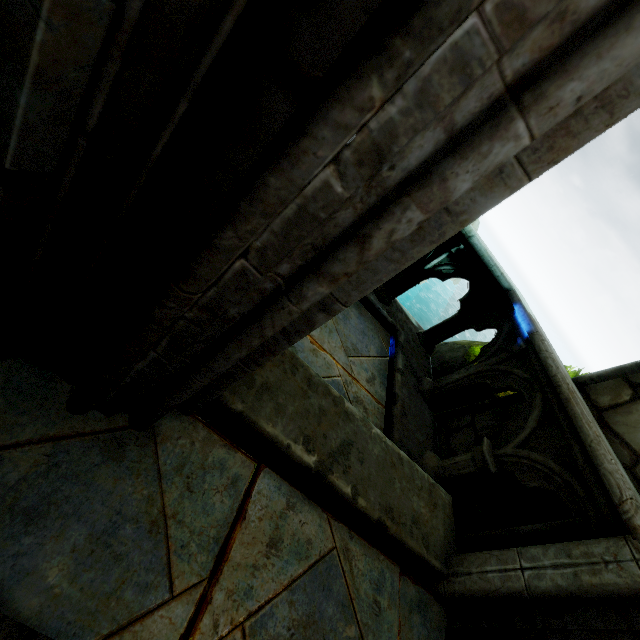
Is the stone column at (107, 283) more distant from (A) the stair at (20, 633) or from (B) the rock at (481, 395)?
(B) the rock at (481, 395)

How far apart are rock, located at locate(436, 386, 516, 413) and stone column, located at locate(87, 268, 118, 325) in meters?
3.8

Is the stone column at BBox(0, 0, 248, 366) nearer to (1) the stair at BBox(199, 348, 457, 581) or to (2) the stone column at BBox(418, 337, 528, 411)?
(1) the stair at BBox(199, 348, 457, 581)

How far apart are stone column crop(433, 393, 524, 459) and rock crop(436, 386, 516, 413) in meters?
0.4 m

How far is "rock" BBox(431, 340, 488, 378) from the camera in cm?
411

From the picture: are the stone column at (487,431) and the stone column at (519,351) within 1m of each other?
yes

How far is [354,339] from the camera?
3.33m

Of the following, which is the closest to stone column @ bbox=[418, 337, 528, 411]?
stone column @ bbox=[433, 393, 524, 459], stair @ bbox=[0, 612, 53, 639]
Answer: stone column @ bbox=[433, 393, 524, 459]
